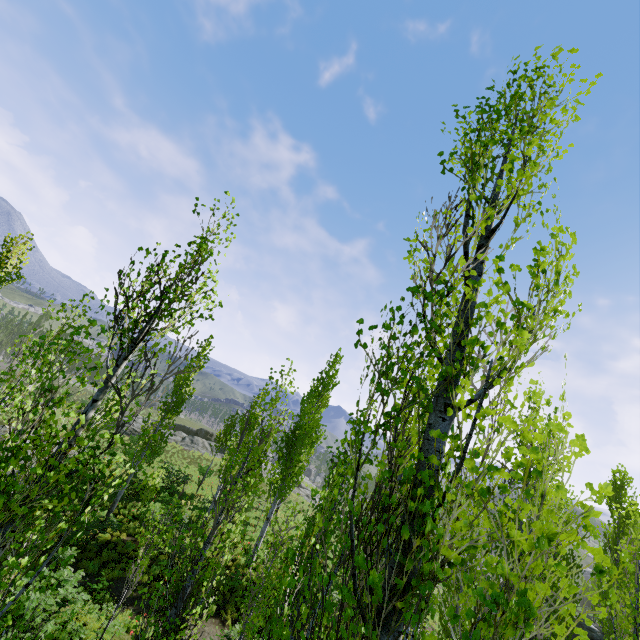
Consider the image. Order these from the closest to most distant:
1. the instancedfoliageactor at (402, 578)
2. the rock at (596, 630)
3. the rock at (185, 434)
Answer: the instancedfoliageactor at (402, 578) → the rock at (596, 630) → the rock at (185, 434)

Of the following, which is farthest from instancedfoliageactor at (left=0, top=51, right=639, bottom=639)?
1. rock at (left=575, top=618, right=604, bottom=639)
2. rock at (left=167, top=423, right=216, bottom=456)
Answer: rock at (left=575, top=618, right=604, bottom=639)

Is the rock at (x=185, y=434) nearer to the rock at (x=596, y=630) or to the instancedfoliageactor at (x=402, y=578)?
the instancedfoliageactor at (x=402, y=578)

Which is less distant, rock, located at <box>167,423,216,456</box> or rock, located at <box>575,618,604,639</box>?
rock, located at <box>575,618,604,639</box>

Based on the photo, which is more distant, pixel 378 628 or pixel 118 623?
pixel 118 623

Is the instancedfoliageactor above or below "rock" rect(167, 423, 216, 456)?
above
